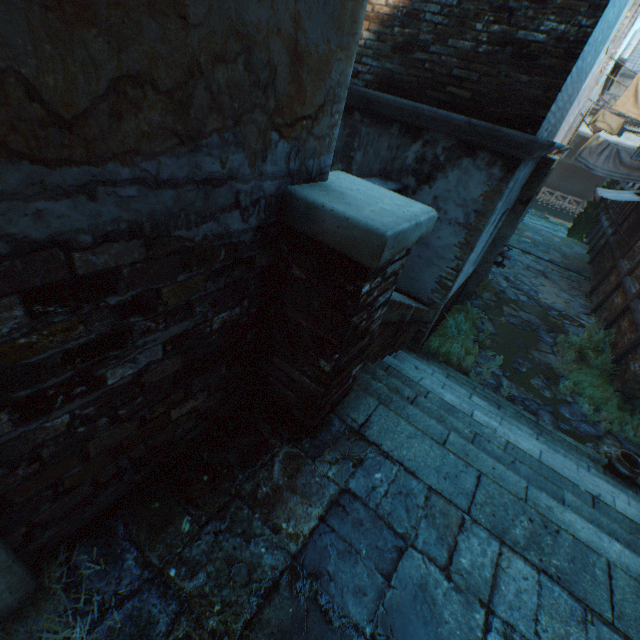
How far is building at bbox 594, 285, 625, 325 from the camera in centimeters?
882cm

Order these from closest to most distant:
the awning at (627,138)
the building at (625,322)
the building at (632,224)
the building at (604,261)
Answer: the building at (625,322)
the building at (632,224)
the building at (604,261)
the awning at (627,138)

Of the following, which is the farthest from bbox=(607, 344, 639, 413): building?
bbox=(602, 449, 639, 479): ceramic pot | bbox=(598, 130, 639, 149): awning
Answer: bbox=(602, 449, 639, 479): ceramic pot

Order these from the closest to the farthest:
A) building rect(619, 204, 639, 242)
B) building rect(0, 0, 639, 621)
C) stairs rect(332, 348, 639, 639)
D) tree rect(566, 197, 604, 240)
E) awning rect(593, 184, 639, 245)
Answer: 1. building rect(0, 0, 639, 621)
2. stairs rect(332, 348, 639, 639)
3. awning rect(593, 184, 639, 245)
4. building rect(619, 204, 639, 242)
5. tree rect(566, 197, 604, 240)

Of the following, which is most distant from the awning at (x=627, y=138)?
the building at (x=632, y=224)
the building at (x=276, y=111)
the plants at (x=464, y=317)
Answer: the plants at (x=464, y=317)

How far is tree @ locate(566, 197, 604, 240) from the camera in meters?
18.4

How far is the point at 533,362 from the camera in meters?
7.2 m

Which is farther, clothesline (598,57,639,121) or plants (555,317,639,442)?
clothesline (598,57,639,121)
